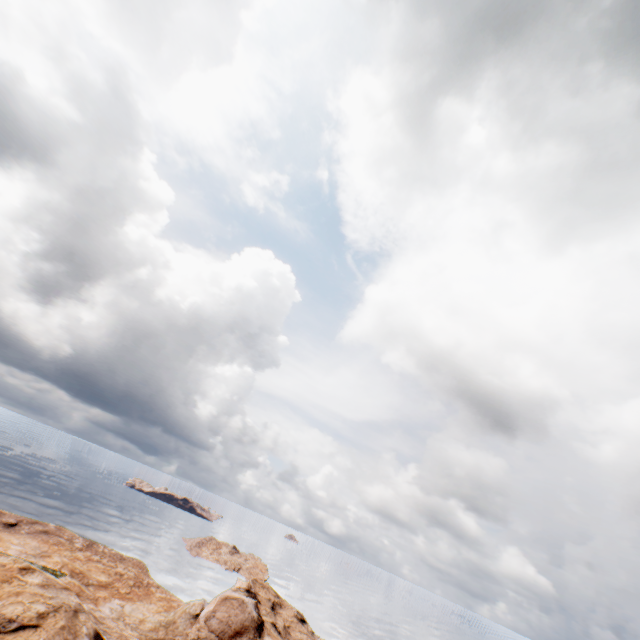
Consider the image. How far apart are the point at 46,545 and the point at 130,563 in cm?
1074
